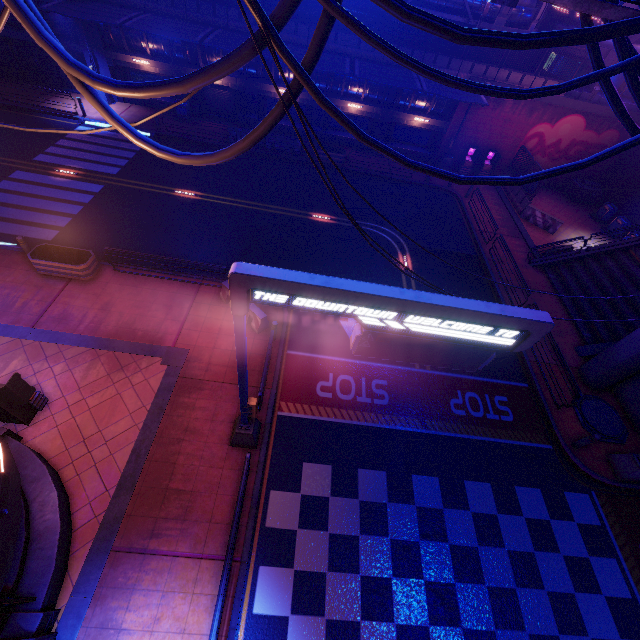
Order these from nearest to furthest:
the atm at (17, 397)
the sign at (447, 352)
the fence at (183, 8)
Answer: the sign at (447, 352) → the atm at (17, 397) → the fence at (183, 8)

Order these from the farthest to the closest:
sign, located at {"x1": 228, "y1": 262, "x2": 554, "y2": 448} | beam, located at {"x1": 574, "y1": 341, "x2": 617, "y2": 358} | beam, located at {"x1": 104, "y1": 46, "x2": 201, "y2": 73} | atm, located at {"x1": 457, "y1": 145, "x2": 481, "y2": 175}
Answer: atm, located at {"x1": 457, "y1": 145, "x2": 481, "y2": 175} → beam, located at {"x1": 104, "y1": 46, "x2": 201, "y2": 73} → beam, located at {"x1": 574, "y1": 341, "x2": 617, "y2": 358} → sign, located at {"x1": 228, "y1": 262, "x2": 554, "y2": 448}

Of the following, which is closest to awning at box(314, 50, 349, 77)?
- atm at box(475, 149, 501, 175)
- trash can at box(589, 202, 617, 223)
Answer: atm at box(475, 149, 501, 175)

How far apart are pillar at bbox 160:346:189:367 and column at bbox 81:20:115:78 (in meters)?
23.25

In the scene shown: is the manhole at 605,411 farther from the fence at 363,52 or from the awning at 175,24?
the awning at 175,24

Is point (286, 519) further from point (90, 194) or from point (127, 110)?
point (127, 110)

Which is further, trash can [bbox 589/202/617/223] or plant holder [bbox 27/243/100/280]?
trash can [bbox 589/202/617/223]

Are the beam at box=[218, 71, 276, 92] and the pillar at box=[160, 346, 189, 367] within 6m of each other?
no
